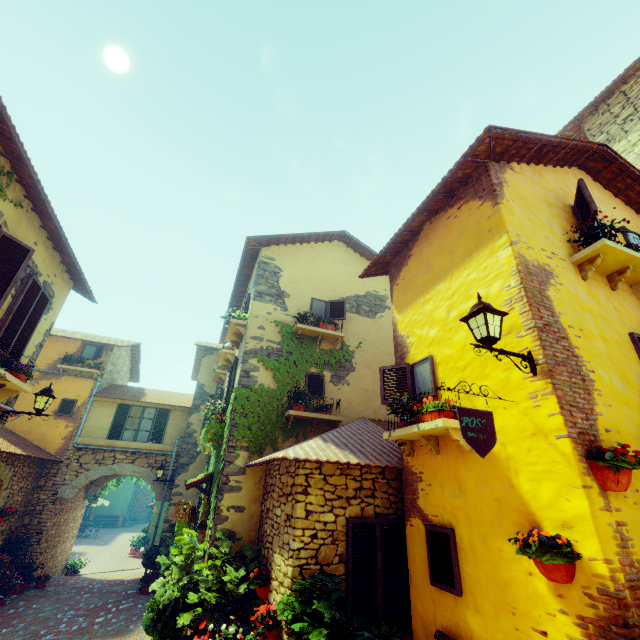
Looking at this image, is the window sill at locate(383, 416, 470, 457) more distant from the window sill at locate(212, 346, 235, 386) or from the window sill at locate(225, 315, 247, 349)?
the window sill at locate(212, 346, 235, 386)

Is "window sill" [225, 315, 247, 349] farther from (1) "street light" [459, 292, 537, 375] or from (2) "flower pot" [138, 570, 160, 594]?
(2) "flower pot" [138, 570, 160, 594]

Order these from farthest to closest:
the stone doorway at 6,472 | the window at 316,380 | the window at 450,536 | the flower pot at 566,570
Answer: the stone doorway at 6,472
the window at 316,380
the window at 450,536
the flower pot at 566,570

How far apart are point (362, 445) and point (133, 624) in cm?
789

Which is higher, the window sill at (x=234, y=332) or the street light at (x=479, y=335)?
the window sill at (x=234, y=332)

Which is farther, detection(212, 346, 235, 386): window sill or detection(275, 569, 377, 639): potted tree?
detection(212, 346, 235, 386): window sill

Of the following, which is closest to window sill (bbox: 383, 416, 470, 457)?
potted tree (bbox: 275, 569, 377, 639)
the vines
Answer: potted tree (bbox: 275, 569, 377, 639)

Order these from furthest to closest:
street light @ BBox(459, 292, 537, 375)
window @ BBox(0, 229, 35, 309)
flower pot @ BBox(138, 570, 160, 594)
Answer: flower pot @ BBox(138, 570, 160, 594) → window @ BBox(0, 229, 35, 309) → street light @ BBox(459, 292, 537, 375)
